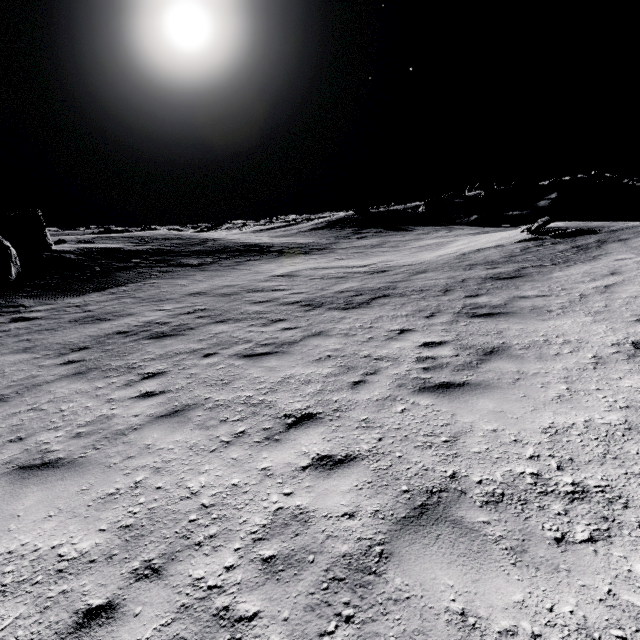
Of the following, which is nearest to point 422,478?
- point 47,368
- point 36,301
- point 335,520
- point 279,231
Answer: point 335,520

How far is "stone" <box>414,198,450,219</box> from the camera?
47.2m

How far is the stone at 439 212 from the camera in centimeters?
4716cm
